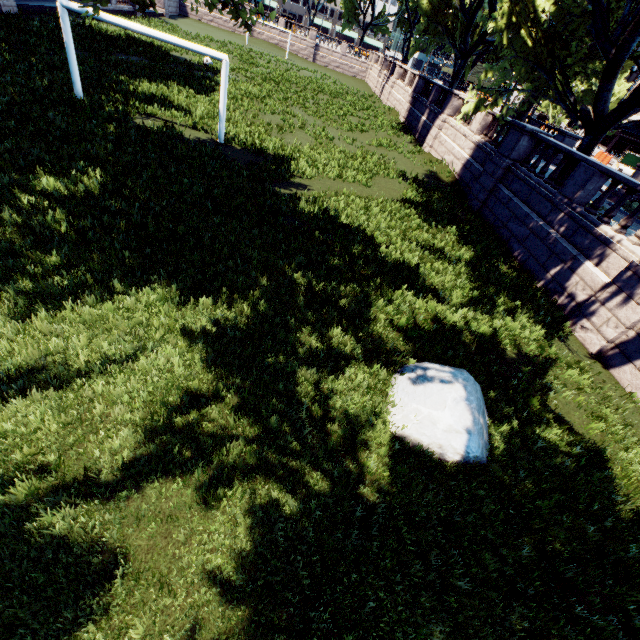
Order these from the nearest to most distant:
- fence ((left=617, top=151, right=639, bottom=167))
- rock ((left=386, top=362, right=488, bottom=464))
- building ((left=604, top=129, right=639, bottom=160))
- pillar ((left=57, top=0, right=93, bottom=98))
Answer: rock ((left=386, top=362, right=488, bottom=464))
pillar ((left=57, top=0, right=93, bottom=98))
fence ((left=617, top=151, right=639, bottom=167))
building ((left=604, top=129, right=639, bottom=160))

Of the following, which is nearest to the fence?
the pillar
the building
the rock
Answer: the building

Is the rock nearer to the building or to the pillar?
the pillar

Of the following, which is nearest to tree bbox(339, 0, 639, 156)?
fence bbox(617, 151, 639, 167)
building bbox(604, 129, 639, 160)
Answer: building bbox(604, 129, 639, 160)

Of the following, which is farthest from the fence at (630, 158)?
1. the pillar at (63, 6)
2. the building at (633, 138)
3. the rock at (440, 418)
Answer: the pillar at (63, 6)

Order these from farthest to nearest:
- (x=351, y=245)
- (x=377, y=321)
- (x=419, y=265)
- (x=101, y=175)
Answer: (x=419, y=265)
(x=351, y=245)
(x=101, y=175)
(x=377, y=321)

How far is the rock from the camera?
5.5m

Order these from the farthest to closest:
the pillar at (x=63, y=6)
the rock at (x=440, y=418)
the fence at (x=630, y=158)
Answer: the fence at (x=630, y=158)
the pillar at (x=63, y=6)
the rock at (x=440, y=418)
